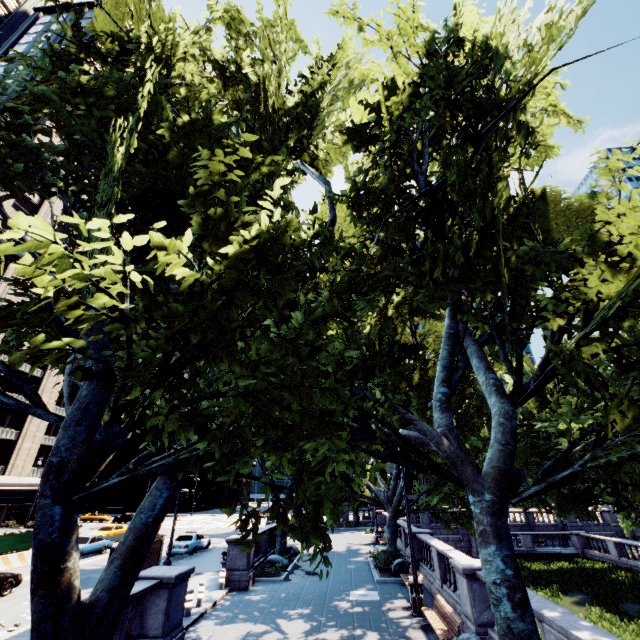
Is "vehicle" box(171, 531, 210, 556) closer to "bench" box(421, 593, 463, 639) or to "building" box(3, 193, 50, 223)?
"bench" box(421, 593, 463, 639)

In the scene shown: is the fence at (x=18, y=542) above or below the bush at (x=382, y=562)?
above

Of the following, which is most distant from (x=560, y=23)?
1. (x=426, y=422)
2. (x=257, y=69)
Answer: (x=426, y=422)

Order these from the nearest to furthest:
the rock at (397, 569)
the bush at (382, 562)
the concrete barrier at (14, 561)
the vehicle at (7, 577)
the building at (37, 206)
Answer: the vehicle at (7, 577), the rock at (397, 569), the bush at (382, 562), the concrete barrier at (14, 561), the building at (37, 206)

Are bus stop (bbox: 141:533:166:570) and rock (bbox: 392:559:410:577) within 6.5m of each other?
no

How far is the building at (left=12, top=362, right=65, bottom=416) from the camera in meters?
40.2

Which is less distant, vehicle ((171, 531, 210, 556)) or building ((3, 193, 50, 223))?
vehicle ((171, 531, 210, 556))

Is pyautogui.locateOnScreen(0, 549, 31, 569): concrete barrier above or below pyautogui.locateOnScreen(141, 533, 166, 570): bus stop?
below
